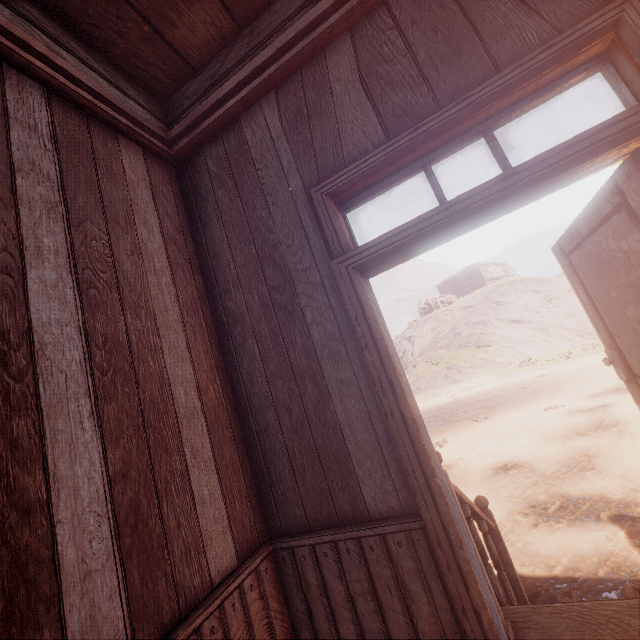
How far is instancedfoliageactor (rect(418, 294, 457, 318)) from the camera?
39.8 meters

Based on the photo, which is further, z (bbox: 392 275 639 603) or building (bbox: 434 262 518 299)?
building (bbox: 434 262 518 299)

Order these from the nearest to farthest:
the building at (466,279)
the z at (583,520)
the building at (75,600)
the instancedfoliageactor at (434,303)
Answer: the building at (75,600), the z at (583,520), the instancedfoliageactor at (434,303), the building at (466,279)

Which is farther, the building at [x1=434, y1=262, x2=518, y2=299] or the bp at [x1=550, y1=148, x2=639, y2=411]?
the building at [x1=434, y1=262, x2=518, y2=299]

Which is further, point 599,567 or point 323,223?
point 599,567

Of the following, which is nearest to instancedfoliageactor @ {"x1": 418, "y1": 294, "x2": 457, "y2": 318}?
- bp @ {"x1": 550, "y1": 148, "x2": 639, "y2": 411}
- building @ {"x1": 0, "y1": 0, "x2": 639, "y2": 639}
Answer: building @ {"x1": 0, "y1": 0, "x2": 639, "y2": 639}

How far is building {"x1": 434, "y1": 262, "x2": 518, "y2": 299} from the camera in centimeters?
4895cm

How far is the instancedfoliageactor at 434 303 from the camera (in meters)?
39.81
